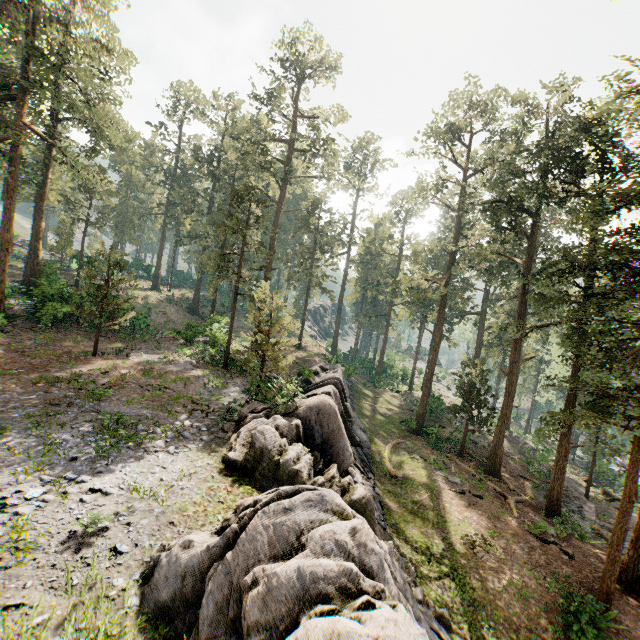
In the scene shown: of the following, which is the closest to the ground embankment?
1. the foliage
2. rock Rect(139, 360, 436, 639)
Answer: the foliage

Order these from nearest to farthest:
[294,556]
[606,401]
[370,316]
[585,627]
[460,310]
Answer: [294,556]
[585,627]
[606,401]
[370,316]
[460,310]

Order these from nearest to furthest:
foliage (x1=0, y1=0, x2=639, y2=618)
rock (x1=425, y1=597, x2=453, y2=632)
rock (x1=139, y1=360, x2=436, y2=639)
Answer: rock (x1=139, y1=360, x2=436, y2=639) → rock (x1=425, y1=597, x2=453, y2=632) → foliage (x1=0, y1=0, x2=639, y2=618)

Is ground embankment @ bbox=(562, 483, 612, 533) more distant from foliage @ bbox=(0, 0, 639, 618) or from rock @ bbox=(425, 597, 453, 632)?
rock @ bbox=(425, 597, 453, 632)

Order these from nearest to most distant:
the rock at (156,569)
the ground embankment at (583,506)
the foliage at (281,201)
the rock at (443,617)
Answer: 1. the rock at (156,569)
2. the rock at (443,617)
3. the foliage at (281,201)
4. the ground embankment at (583,506)

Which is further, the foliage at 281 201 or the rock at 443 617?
the foliage at 281 201
